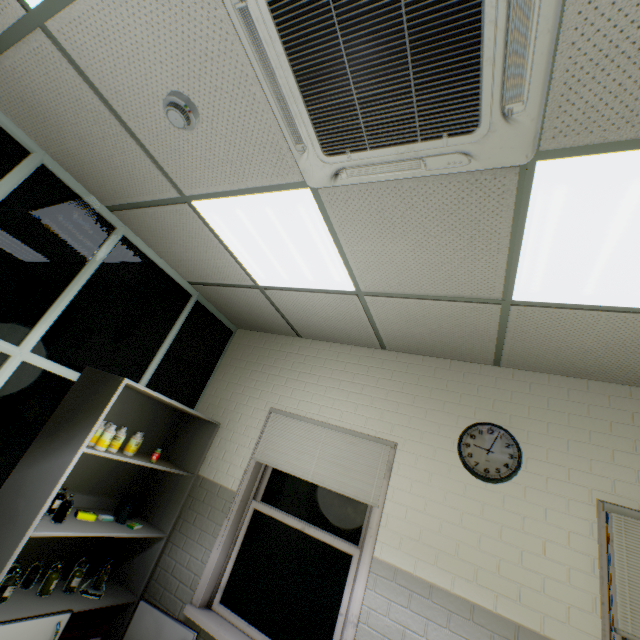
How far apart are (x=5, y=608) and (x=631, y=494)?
4.1 meters

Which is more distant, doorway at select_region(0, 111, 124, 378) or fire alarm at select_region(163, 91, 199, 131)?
doorway at select_region(0, 111, 124, 378)

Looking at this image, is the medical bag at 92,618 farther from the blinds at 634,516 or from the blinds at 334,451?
the blinds at 634,516

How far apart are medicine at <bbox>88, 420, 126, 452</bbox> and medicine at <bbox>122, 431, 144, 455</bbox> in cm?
31

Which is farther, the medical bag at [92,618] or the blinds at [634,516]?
the medical bag at [92,618]

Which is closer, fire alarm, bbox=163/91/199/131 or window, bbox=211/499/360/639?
fire alarm, bbox=163/91/199/131

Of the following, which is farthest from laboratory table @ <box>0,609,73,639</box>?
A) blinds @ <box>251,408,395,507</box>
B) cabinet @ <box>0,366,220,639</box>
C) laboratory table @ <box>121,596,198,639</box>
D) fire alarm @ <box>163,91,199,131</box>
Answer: fire alarm @ <box>163,91,199,131</box>

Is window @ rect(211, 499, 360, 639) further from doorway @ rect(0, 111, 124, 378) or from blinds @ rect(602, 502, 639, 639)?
doorway @ rect(0, 111, 124, 378)
